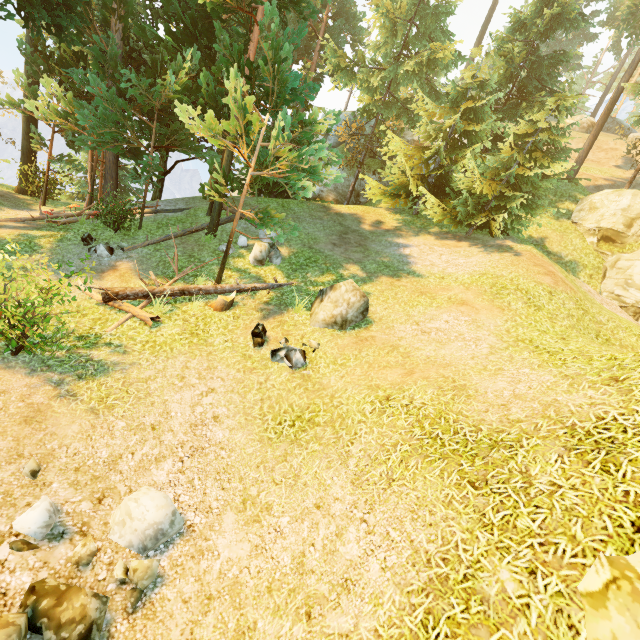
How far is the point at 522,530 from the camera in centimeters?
387cm

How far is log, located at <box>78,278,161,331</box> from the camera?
9.4m

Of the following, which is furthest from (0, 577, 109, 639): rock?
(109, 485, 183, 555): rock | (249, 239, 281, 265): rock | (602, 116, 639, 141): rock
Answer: (602, 116, 639, 141): rock

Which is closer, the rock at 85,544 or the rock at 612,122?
the rock at 85,544

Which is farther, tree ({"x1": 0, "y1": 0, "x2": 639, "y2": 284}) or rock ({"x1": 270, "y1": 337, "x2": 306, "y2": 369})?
tree ({"x1": 0, "y1": 0, "x2": 639, "y2": 284})

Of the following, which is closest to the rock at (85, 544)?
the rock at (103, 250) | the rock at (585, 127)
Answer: the rock at (103, 250)

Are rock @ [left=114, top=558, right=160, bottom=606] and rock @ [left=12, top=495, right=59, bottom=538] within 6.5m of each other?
yes

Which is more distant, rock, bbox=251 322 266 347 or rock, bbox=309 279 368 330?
rock, bbox=309 279 368 330
